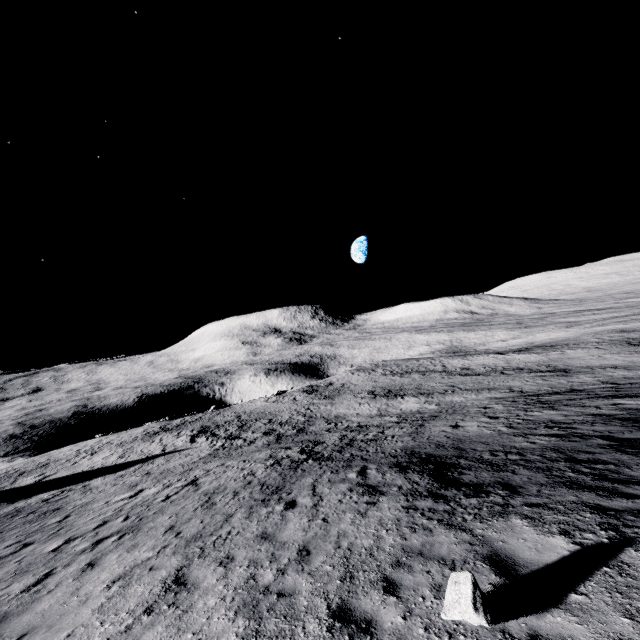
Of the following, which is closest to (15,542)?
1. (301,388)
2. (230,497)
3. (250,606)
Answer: (230,497)

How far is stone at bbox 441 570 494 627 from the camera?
4.1 meters

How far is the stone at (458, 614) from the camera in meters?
4.1
